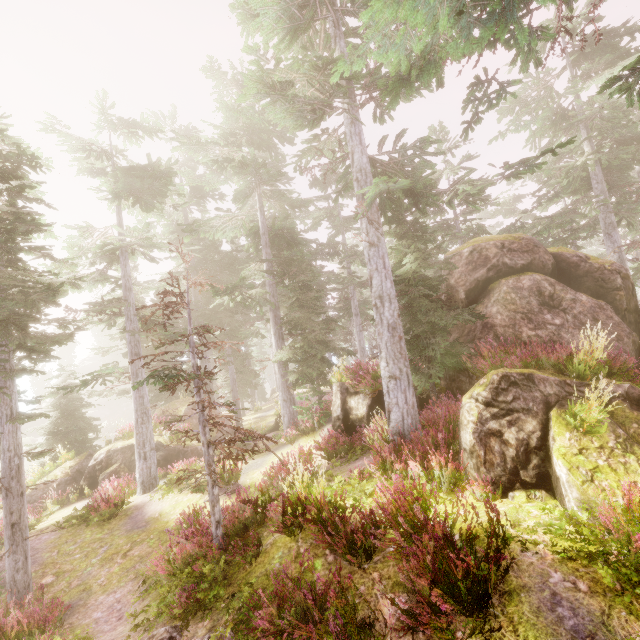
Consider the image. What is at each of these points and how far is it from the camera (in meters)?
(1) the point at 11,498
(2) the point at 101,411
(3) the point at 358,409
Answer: (1) instancedfoliageactor, 8.45
(2) rock, 52.88
(3) rock, 12.59

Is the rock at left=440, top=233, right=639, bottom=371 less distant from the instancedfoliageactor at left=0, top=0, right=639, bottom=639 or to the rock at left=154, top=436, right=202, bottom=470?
the instancedfoliageactor at left=0, top=0, right=639, bottom=639

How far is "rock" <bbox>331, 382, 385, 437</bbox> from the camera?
12.5 meters

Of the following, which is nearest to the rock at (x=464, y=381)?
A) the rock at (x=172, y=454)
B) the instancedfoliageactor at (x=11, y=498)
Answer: A: the instancedfoliageactor at (x=11, y=498)

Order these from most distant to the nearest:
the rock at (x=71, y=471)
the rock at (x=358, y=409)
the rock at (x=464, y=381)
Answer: the rock at (x=71, y=471), the rock at (x=358, y=409), the rock at (x=464, y=381)

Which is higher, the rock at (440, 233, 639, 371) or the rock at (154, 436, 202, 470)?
the rock at (440, 233, 639, 371)

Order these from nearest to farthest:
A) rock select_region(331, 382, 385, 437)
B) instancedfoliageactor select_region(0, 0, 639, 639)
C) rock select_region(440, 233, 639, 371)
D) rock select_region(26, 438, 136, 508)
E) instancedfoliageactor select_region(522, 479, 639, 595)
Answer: instancedfoliageactor select_region(522, 479, 639, 595), instancedfoliageactor select_region(0, 0, 639, 639), rock select_region(440, 233, 639, 371), rock select_region(331, 382, 385, 437), rock select_region(26, 438, 136, 508)

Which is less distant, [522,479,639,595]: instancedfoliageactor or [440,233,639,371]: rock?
[522,479,639,595]: instancedfoliageactor
